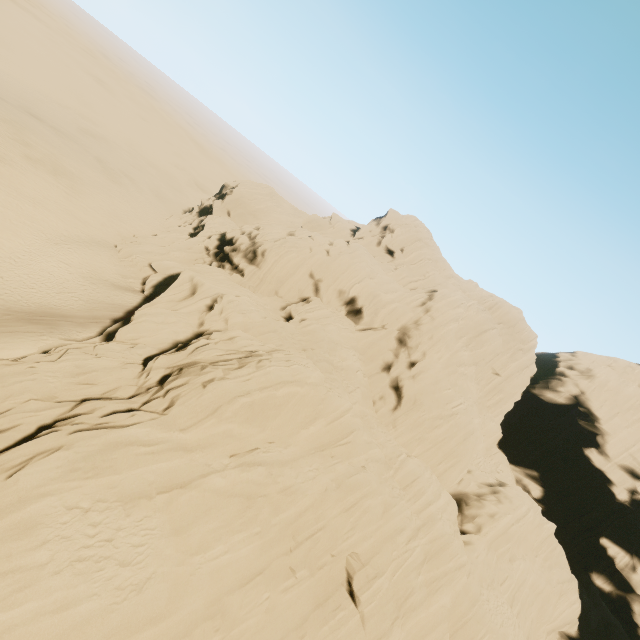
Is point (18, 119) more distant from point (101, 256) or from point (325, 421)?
point (325, 421)
